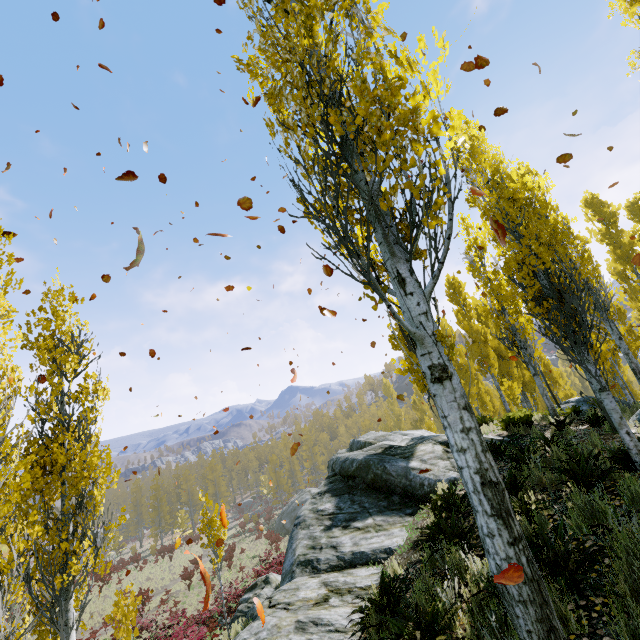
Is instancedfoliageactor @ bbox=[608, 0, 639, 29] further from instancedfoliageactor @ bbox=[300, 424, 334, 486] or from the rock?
the rock

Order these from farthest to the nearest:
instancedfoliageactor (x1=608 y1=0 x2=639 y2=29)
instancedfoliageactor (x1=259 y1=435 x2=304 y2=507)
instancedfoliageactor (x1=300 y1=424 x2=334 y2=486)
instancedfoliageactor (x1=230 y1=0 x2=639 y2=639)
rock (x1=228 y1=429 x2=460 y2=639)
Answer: instancedfoliageactor (x1=300 y1=424 x2=334 y2=486) < instancedfoliageactor (x1=259 y1=435 x2=304 y2=507) < instancedfoliageactor (x1=608 y1=0 x2=639 y2=29) < rock (x1=228 y1=429 x2=460 y2=639) < instancedfoliageactor (x1=230 y1=0 x2=639 y2=639)

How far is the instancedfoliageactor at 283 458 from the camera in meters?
51.2

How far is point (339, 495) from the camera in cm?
914

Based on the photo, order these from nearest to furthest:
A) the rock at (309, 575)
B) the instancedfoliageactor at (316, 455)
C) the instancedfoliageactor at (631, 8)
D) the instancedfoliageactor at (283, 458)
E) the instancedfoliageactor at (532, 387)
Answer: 1. the instancedfoliageactor at (532, 387)
2. the rock at (309, 575)
3. the instancedfoliageactor at (631, 8)
4. the instancedfoliageactor at (283, 458)
5. the instancedfoliageactor at (316, 455)

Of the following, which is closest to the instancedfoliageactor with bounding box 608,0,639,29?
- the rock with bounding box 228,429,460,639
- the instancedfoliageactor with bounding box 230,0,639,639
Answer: the instancedfoliageactor with bounding box 230,0,639,639
